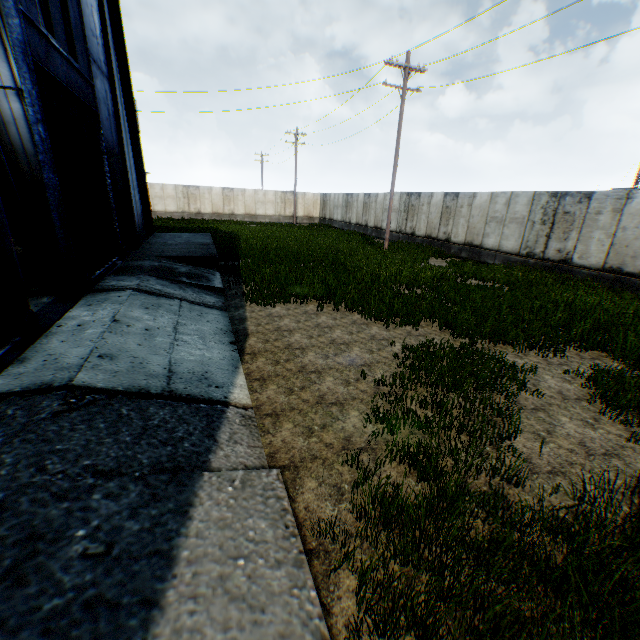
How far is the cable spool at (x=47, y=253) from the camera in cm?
953

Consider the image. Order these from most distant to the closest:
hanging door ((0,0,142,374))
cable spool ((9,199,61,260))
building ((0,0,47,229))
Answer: building ((0,0,47,229)) < cable spool ((9,199,61,260)) < hanging door ((0,0,142,374))

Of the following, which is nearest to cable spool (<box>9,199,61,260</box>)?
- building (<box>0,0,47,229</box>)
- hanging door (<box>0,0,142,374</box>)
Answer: hanging door (<box>0,0,142,374</box>)

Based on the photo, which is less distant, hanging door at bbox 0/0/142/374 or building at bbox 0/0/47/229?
hanging door at bbox 0/0/142/374

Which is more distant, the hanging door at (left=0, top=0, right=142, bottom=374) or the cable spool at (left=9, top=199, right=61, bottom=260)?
the cable spool at (left=9, top=199, right=61, bottom=260)

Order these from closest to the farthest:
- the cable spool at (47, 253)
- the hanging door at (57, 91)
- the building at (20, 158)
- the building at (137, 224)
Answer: the hanging door at (57, 91), the cable spool at (47, 253), the building at (137, 224), the building at (20, 158)

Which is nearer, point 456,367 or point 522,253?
point 456,367
